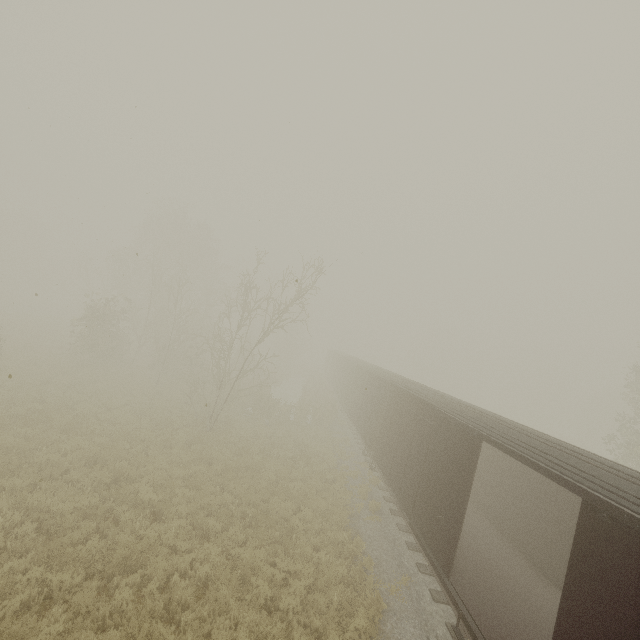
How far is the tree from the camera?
39.1m

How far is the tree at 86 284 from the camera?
39.1 meters

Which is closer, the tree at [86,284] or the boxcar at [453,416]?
the boxcar at [453,416]

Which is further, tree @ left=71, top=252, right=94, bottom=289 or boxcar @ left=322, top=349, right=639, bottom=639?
tree @ left=71, top=252, right=94, bottom=289

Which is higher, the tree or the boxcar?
the tree

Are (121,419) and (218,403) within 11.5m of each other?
yes
